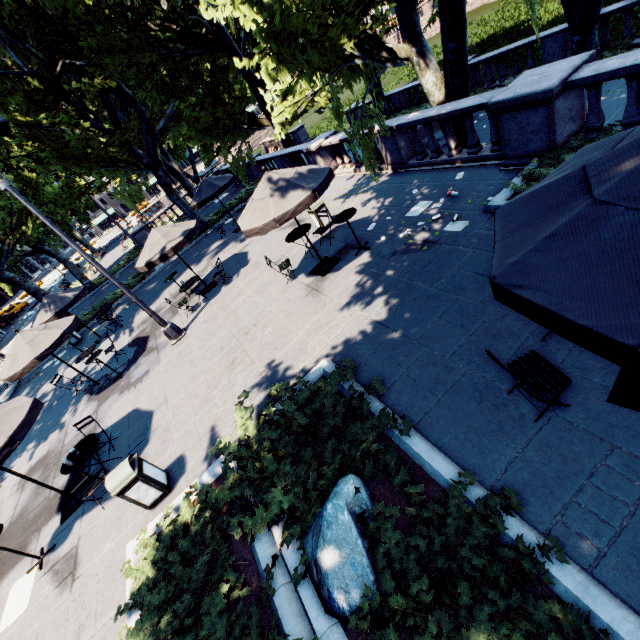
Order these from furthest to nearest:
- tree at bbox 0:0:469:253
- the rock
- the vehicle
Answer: the vehicle
tree at bbox 0:0:469:253
the rock

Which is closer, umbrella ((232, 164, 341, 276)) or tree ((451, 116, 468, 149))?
umbrella ((232, 164, 341, 276))

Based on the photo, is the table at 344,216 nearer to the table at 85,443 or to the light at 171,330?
the light at 171,330

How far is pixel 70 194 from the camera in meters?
16.6 m

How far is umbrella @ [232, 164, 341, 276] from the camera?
7.2 meters

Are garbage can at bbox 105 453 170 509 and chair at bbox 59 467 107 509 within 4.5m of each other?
yes

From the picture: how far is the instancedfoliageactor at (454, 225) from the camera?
7.5m

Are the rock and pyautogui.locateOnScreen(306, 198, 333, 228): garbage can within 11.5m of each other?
yes
